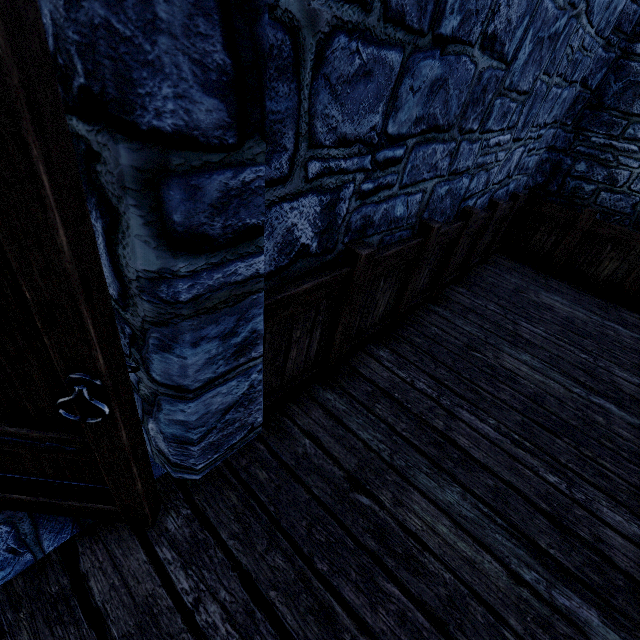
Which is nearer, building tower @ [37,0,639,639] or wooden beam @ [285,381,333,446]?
building tower @ [37,0,639,639]

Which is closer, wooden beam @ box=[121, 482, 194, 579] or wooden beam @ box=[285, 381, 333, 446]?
wooden beam @ box=[121, 482, 194, 579]

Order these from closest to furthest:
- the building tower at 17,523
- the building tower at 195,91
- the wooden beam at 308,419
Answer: the building tower at 195,91 → the building tower at 17,523 → the wooden beam at 308,419

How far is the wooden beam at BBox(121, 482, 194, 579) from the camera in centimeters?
147cm

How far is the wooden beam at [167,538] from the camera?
1.47m

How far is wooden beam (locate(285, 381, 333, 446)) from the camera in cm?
212

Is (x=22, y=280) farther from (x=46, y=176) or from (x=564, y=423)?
(x=564, y=423)

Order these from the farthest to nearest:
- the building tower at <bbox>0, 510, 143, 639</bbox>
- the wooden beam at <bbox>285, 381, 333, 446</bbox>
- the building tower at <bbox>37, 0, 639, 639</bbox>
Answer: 1. the wooden beam at <bbox>285, 381, 333, 446</bbox>
2. the building tower at <bbox>0, 510, 143, 639</bbox>
3. the building tower at <bbox>37, 0, 639, 639</bbox>
